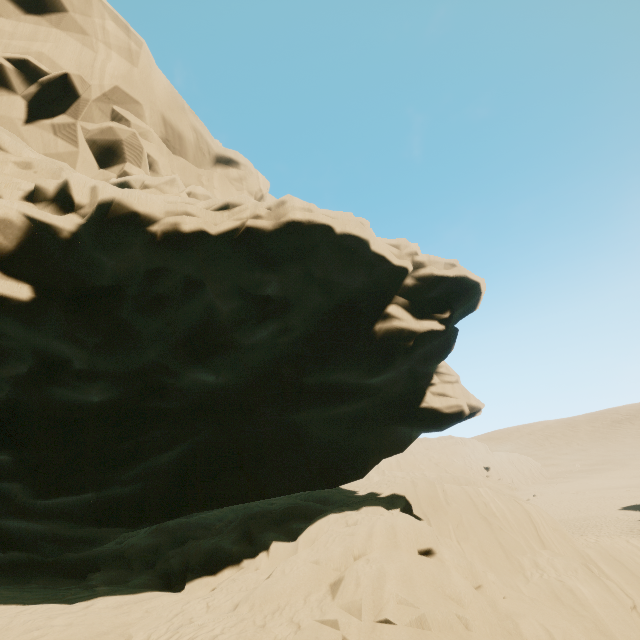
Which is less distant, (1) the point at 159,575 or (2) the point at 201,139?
(1) the point at 159,575
